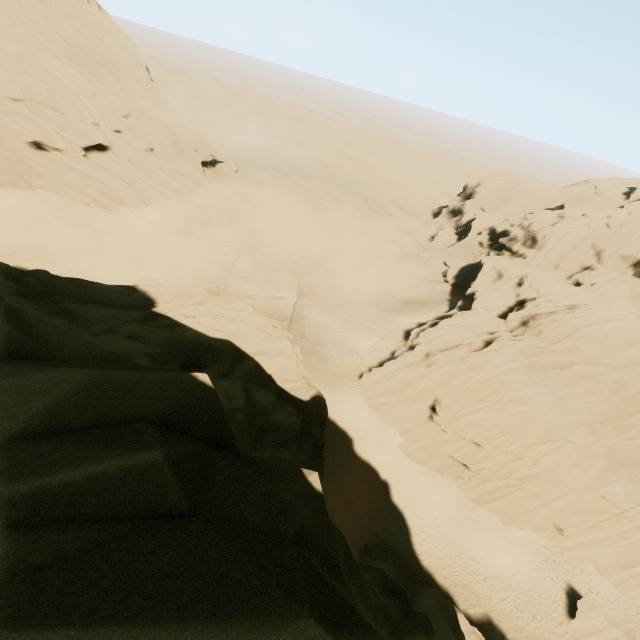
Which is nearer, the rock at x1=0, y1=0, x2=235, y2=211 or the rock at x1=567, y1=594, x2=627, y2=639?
the rock at x1=567, y1=594, x2=627, y2=639

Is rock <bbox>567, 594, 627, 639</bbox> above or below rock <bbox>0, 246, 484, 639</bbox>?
below

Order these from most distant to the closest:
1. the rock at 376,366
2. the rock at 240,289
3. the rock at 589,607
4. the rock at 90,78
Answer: the rock at 90,78, the rock at 376,366, the rock at 589,607, the rock at 240,289

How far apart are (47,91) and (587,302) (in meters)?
60.83

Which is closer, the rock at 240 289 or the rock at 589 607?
the rock at 240 289
